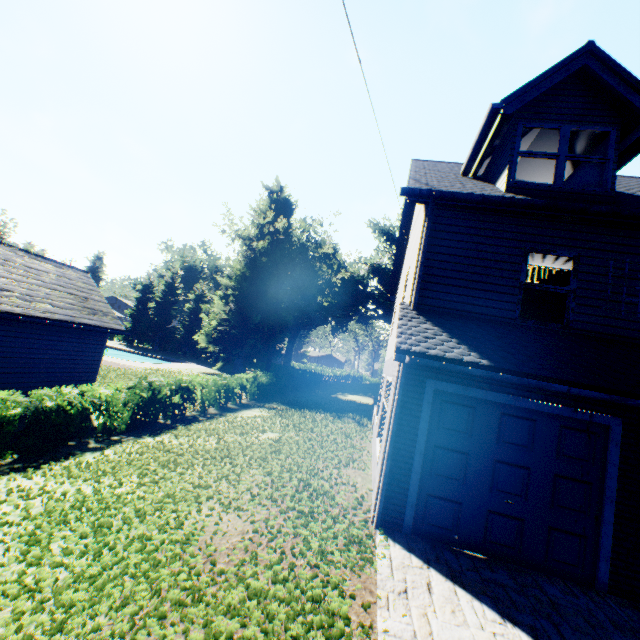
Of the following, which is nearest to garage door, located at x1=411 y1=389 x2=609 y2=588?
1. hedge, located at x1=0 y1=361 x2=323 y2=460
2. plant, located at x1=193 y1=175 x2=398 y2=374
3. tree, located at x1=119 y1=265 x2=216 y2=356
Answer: hedge, located at x1=0 y1=361 x2=323 y2=460

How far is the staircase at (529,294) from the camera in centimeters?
895cm

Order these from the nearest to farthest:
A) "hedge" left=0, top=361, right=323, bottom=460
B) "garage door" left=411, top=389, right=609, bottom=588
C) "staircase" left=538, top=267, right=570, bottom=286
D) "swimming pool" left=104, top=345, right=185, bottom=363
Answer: "garage door" left=411, top=389, right=609, bottom=588, "hedge" left=0, top=361, right=323, bottom=460, "staircase" left=538, top=267, right=570, bottom=286, "swimming pool" left=104, top=345, right=185, bottom=363

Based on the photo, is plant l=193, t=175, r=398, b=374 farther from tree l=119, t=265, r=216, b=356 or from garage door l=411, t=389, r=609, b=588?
garage door l=411, t=389, r=609, b=588

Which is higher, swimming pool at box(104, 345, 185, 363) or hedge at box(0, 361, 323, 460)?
hedge at box(0, 361, 323, 460)

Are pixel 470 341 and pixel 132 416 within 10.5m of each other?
no

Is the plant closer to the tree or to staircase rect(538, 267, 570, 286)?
the tree

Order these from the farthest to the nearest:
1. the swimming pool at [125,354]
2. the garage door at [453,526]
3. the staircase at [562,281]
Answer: the swimming pool at [125,354]
the staircase at [562,281]
the garage door at [453,526]
